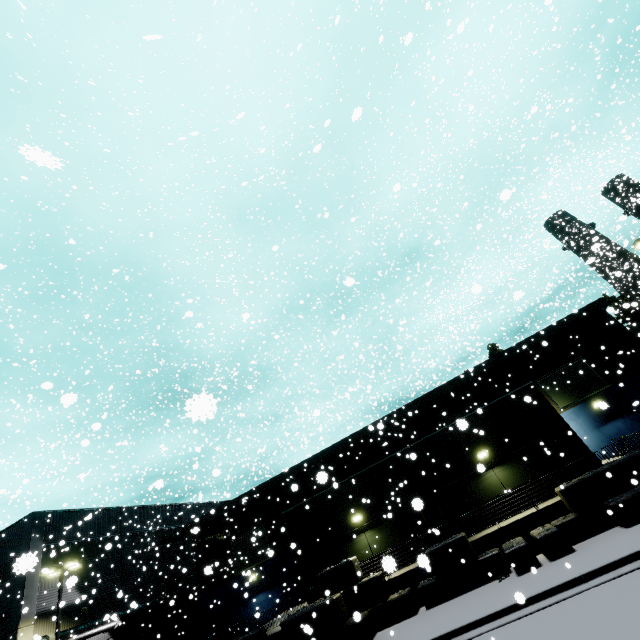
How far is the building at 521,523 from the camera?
14.2m

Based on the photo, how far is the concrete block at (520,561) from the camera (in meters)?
12.40

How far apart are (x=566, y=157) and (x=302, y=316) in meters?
39.4 m

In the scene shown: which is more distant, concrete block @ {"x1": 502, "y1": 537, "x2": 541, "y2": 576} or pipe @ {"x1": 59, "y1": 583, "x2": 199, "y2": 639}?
pipe @ {"x1": 59, "y1": 583, "x2": 199, "y2": 639}

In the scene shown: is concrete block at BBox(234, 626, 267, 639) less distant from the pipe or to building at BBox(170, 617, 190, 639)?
building at BBox(170, 617, 190, 639)

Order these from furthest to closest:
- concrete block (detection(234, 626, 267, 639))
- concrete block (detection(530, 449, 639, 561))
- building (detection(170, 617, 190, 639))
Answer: building (detection(170, 617, 190, 639))
concrete block (detection(234, 626, 267, 639))
concrete block (detection(530, 449, 639, 561))
